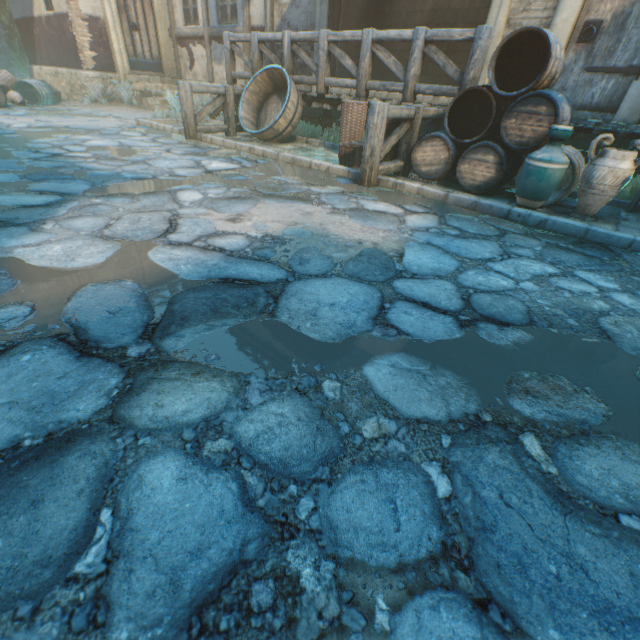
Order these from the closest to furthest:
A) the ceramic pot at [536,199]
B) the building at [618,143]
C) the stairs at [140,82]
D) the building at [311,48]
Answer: the ceramic pot at [536,199] → the building at [618,143] → the building at [311,48] → the stairs at [140,82]

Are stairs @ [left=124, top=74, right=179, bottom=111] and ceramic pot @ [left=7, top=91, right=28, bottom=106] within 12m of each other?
yes

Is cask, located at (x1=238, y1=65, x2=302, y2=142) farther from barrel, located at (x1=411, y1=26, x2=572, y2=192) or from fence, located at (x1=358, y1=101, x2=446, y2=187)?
barrel, located at (x1=411, y1=26, x2=572, y2=192)

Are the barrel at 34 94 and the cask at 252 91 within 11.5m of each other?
yes

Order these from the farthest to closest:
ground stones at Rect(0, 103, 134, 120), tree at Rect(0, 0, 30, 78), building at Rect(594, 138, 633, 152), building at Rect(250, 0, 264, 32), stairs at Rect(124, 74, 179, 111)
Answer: tree at Rect(0, 0, 30, 78)
stairs at Rect(124, 74, 179, 111)
building at Rect(250, 0, 264, 32)
ground stones at Rect(0, 103, 134, 120)
building at Rect(594, 138, 633, 152)

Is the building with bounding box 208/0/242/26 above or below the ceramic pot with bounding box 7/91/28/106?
above

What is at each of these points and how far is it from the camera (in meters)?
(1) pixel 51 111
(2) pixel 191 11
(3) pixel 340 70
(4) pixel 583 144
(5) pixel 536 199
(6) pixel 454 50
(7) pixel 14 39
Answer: (1) ground stones, 8.77
(2) building, 10.73
(3) building, 9.37
(4) building, 5.82
(5) ceramic pot, 3.67
(6) building, 8.61
(7) tree, 17.69

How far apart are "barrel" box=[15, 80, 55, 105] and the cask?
7.2 meters
